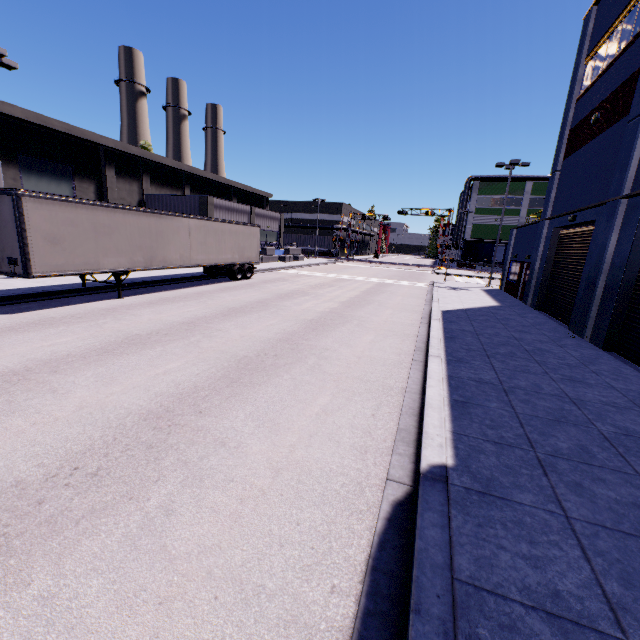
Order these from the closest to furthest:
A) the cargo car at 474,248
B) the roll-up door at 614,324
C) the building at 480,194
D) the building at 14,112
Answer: the roll-up door at 614,324, the building at 14,112, the cargo car at 474,248, the building at 480,194

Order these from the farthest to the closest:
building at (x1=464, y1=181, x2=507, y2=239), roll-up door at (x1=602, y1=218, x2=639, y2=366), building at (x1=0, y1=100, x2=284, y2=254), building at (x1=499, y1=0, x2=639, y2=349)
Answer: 1. building at (x1=464, y1=181, x2=507, y2=239)
2. building at (x1=0, y1=100, x2=284, y2=254)
3. building at (x1=499, y1=0, x2=639, y2=349)
4. roll-up door at (x1=602, y1=218, x2=639, y2=366)

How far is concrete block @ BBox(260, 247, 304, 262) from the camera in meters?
38.4

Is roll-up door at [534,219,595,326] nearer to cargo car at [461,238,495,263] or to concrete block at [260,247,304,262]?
concrete block at [260,247,304,262]

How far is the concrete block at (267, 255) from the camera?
38.4m

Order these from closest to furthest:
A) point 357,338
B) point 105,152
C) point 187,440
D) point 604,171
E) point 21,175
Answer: point 187,440 < point 357,338 < point 604,171 < point 21,175 < point 105,152

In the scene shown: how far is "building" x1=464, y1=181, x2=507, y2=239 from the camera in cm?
5488
